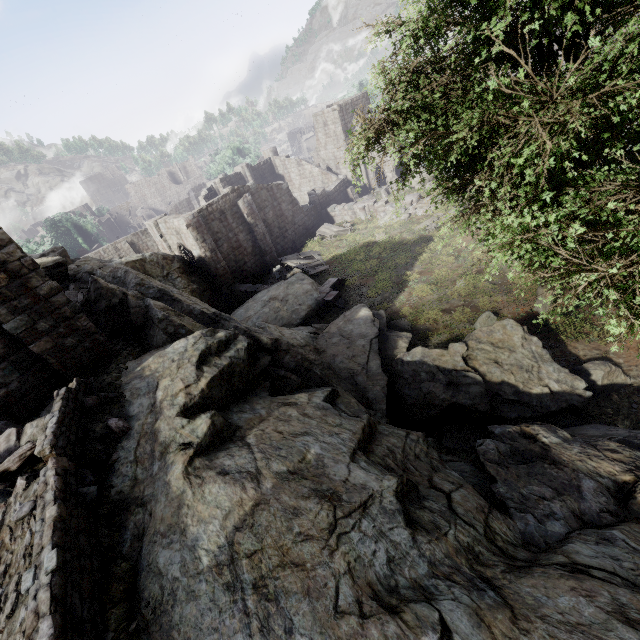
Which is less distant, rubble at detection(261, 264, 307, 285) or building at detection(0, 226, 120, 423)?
building at detection(0, 226, 120, 423)

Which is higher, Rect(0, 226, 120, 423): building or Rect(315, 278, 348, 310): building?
Rect(0, 226, 120, 423): building

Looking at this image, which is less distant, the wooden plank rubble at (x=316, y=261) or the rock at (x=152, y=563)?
the rock at (x=152, y=563)

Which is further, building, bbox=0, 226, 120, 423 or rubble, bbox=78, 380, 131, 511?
building, bbox=0, 226, 120, 423

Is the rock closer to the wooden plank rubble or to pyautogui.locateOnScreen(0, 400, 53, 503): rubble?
pyautogui.locateOnScreen(0, 400, 53, 503): rubble

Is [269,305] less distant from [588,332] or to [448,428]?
[448,428]

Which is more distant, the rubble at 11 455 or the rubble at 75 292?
the rubble at 75 292
